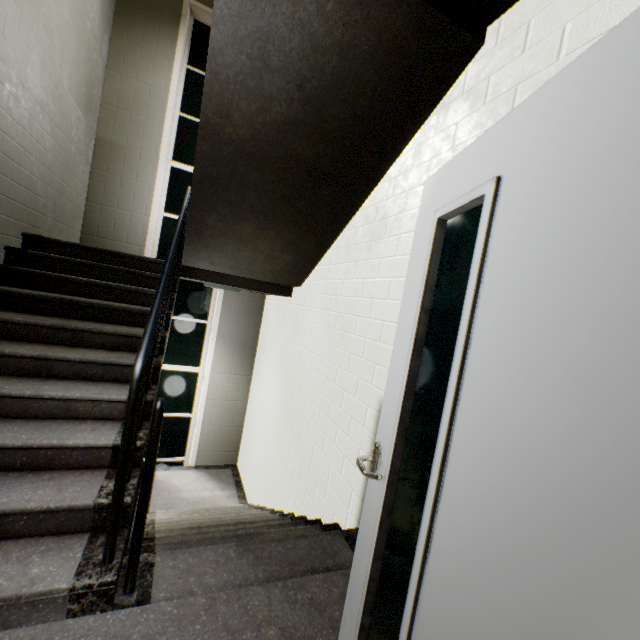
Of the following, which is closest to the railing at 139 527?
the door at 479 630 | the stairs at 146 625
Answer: the stairs at 146 625

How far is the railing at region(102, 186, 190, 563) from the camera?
1.5m

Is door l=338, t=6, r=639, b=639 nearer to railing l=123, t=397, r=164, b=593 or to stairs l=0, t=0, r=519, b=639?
stairs l=0, t=0, r=519, b=639

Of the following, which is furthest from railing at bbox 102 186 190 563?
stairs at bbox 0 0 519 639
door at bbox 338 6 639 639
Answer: door at bbox 338 6 639 639

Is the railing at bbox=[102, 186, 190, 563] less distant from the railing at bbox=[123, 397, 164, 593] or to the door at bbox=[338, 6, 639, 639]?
the railing at bbox=[123, 397, 164, 593]

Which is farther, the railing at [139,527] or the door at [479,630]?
the railing at [139,527]

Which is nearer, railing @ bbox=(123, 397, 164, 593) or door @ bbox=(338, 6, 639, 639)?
door @ bbox=(338, 6, 639, 639)

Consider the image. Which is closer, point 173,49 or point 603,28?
point 603,28
